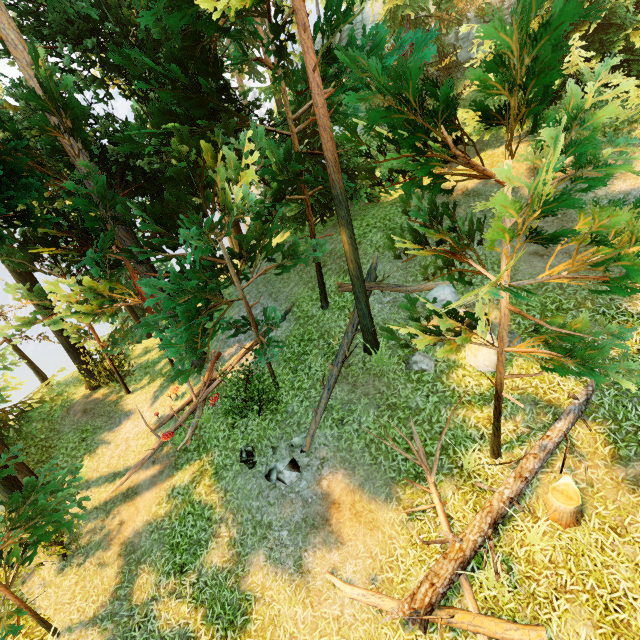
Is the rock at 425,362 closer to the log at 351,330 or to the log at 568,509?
the log at 568,509

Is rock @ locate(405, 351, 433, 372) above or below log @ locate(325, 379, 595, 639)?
above

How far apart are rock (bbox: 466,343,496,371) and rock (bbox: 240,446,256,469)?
6.5 meters

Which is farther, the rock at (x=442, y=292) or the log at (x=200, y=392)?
the log at (x=200, y=392)

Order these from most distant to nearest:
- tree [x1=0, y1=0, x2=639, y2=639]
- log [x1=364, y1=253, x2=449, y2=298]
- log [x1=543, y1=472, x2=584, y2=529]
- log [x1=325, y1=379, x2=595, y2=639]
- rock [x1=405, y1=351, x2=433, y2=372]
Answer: log [x1=364, y1=253, x2=449, y2=298] < rock [x1=405, y1=351, x2=433, y2=372] < log [x1=543, y1=472, x2=584, y2=529] < log [x1=325, y1=379, x2=595, y2=639] < tree [x1=0, y1=0, x2=639, y2=639]

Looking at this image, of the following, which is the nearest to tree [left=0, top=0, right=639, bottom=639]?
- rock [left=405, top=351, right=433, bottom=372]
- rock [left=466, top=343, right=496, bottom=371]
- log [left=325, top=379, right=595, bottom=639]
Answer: log [left=325, top=379, right=595, bottom=639]

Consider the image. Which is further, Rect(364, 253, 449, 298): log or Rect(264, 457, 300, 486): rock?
Rect(364, 253, 449, 298): log

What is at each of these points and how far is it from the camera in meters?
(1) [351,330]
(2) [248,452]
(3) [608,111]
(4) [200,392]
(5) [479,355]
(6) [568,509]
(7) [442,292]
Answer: (1) log, 10.4
(2) rock, 9.2
(3) tree, 4.9
(4) log, 11.8
(5) rock, 8.1
(6) log, 5.9
(7) rock, 9.8
